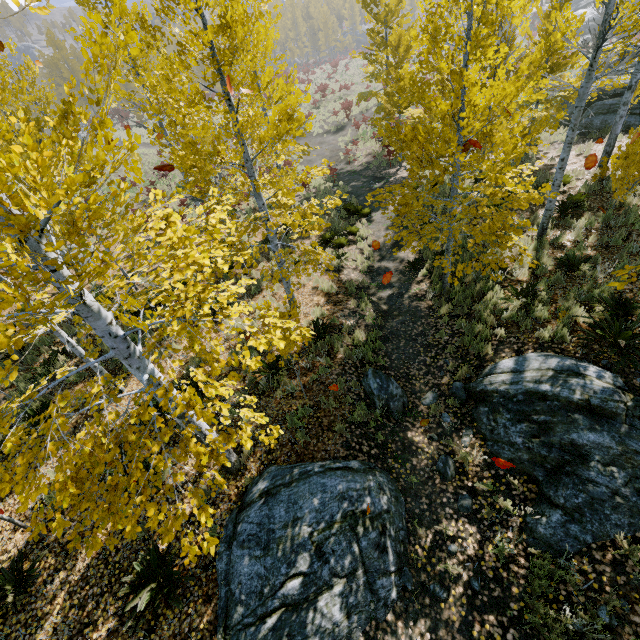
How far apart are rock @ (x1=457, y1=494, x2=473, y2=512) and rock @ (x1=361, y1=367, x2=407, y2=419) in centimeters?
176cm

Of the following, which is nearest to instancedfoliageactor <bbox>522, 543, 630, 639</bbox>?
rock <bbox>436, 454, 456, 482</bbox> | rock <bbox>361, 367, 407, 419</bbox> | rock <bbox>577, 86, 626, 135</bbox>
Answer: rock <bbox>436, 454, 456, 482</bbox>

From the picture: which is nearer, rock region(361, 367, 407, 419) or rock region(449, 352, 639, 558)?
→ rock region(449, 352, 639, 558)

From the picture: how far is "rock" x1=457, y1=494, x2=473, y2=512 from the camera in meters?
5.5

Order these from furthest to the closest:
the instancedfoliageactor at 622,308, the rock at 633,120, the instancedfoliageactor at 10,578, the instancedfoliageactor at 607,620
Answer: the rock at 633,120
the instancedfoliageactor at 622,308
the instancedfoliageactor at 10,578
the instancedfoliageactor at 607,620

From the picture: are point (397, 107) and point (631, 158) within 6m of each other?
no

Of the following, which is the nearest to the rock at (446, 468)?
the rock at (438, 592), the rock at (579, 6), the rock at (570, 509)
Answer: the rock at (438, 592)

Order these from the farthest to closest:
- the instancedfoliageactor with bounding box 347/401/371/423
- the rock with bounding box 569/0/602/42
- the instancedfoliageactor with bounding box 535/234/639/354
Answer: the rock with bounding box 569/0/602/42, the instancedfoliageactor with bounding box 347/401/371/423, the instancedfoliageactor with bounding box 535/234/639/354
